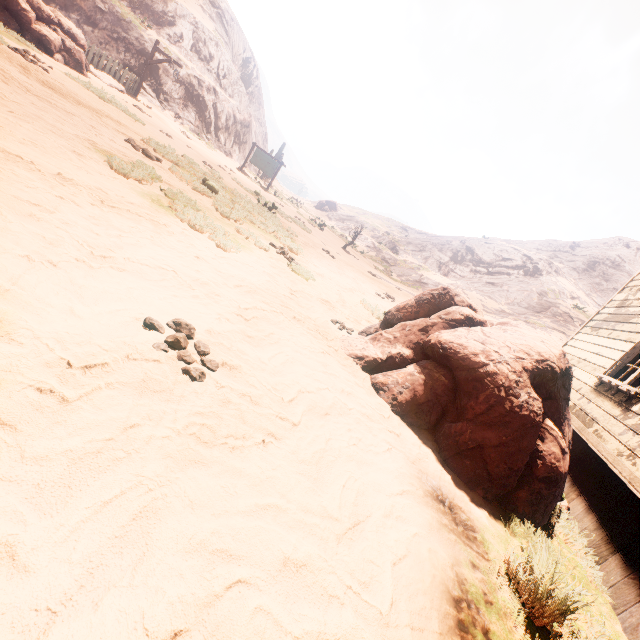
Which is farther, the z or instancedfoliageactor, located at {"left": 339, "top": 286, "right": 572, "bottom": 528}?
instancedfoliageactor, located at {"left": 339, "top": 286, "right": 572, "bottom": 528}

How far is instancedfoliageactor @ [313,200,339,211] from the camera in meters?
53.6

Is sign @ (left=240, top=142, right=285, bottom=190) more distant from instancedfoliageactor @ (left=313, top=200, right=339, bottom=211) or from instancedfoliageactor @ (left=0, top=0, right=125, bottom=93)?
instancedfoliageactor @ (left=313, top=200, right=339, bottom=211)

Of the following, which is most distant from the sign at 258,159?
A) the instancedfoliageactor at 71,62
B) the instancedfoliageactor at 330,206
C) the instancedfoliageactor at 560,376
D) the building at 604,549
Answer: the instancedfoliageactor at 330,206

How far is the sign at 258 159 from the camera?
22.6m

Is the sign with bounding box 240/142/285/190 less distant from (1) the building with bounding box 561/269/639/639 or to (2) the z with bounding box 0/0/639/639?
(2) the z with bounding box 0/0/639/639

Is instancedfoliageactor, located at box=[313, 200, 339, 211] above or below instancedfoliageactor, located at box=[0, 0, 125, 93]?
above

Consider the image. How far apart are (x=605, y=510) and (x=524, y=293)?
28.0 meters
